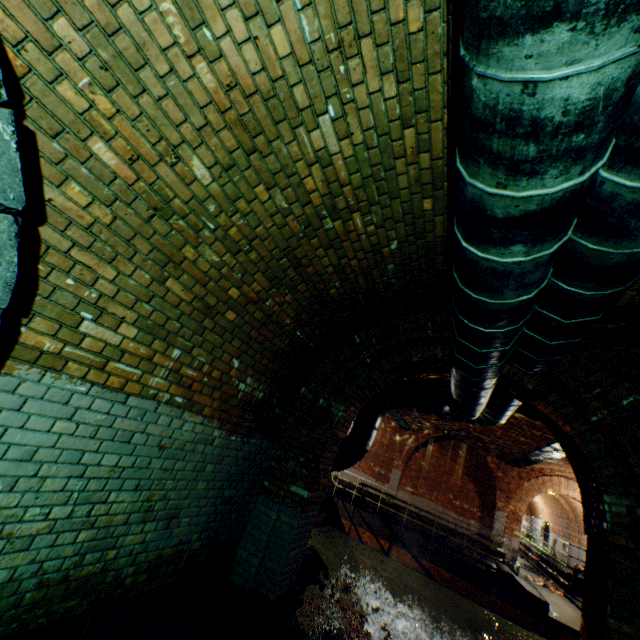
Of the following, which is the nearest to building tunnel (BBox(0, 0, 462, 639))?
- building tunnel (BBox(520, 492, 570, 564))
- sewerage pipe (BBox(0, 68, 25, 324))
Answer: sewerage pipe (BBox(0, 68, 25, 324))

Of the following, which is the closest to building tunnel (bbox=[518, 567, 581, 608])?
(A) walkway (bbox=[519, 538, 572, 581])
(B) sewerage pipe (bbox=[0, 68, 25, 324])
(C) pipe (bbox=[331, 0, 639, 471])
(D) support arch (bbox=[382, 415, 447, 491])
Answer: (A) walkway (bbox=[519, 538, 572, 581])

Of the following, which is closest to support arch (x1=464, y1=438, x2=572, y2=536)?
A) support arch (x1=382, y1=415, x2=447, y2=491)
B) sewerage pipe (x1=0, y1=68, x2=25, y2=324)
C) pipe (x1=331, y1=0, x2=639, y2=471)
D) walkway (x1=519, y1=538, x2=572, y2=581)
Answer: pipe (x1=331, y1=0, x2=639, y2=471)

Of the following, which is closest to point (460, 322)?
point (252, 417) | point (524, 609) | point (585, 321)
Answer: point (585, 321)

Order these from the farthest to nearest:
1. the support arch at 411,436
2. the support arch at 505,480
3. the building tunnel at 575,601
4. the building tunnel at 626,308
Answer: the support arch at 411,436 < the support arch at 505,480 < the building tunnel at 575,601 < the building tunnel at 626,308

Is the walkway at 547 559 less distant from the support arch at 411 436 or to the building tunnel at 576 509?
the building tunnel at 576 509

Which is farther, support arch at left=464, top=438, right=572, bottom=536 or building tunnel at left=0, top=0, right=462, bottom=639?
support arch at left=464, top=438, right=572, bottom=536

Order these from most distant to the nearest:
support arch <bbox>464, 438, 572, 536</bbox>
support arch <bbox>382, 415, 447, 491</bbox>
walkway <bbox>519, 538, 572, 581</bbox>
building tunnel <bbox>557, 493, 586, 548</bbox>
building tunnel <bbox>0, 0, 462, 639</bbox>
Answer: building tunnel <bbox>557, 493, 586, 548</bbox>
support arch <bbox>382, 415, 447, 491</bbox>
walkway <bbox>519, 538, 572, 581</bbox>
support arch <bbox>464, 438, 572, 536</bbox>
building tunnel <bbox>0, 0, 462, 639</bbox>
